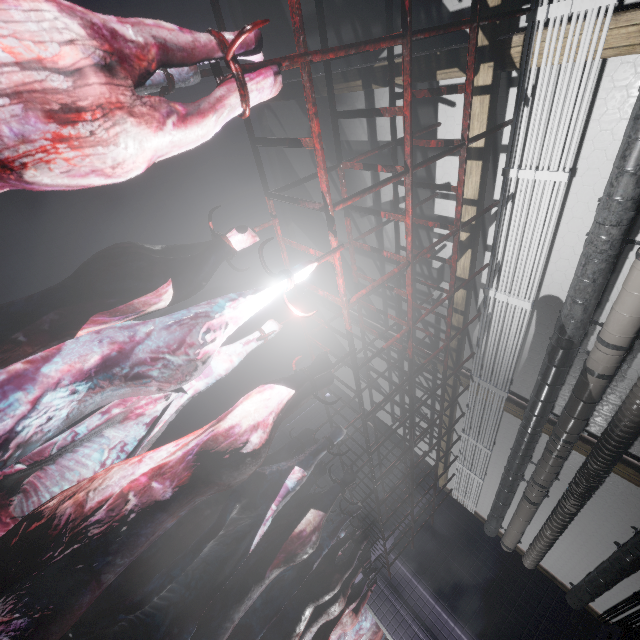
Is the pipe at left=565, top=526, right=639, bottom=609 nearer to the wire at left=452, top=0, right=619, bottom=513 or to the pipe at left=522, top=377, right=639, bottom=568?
the pipe at left=522, top=377, right=639, bottom=568

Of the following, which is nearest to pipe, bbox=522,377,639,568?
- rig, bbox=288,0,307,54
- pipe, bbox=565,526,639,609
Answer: pipe, bbox=565,526,639,609

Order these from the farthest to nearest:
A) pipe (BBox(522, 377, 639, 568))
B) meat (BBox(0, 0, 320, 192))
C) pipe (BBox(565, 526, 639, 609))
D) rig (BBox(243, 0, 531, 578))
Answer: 1. pipe (BBox(565, 526, 639, 609))
2. pipe (BBox(522, 377, 639, 568))
3. rig (BBox(243, 0, 531, 578))
4. meat (BBox(0, 0, 320, 192))

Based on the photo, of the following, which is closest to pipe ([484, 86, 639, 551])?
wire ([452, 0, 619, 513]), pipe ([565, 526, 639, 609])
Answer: wire ([452, 0, 619, 513])

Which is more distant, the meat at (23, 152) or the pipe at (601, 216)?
the pipe at (601, 216)

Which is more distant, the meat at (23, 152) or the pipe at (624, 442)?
the pipe at (624, 442)

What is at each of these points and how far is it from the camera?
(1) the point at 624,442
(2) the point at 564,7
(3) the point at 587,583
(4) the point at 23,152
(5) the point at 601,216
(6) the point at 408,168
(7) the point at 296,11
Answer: (1) pipe, 2.7 meters
(2) wire, 1.7 meters
(3) pipe, 4.0 meters
(4) meat, 0.6 meters
(5) pipe, 2.0 meters
(6) rig, 1.6 meters
(7) rig, 1.0 meters

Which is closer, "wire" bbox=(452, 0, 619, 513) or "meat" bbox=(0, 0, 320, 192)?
"meat" bbox=(0, 0, 320, 192)
